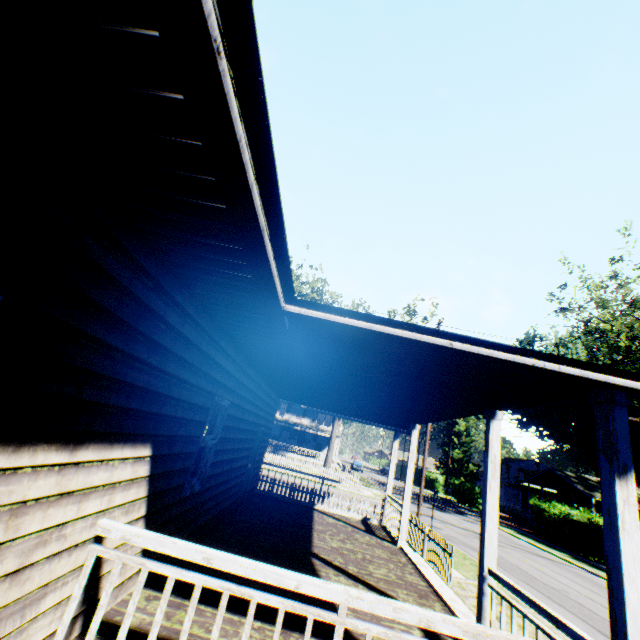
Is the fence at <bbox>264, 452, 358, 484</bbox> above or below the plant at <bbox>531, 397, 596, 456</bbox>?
below

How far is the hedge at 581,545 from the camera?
22.3m

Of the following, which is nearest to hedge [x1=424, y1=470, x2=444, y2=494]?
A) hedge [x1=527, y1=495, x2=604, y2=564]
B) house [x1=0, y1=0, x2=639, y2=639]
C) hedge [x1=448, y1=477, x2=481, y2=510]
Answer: hedge [x1=448, y1=477, x2=481, y2=510]

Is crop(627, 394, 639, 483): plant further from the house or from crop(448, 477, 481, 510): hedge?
the house

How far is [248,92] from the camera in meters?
1.3 m

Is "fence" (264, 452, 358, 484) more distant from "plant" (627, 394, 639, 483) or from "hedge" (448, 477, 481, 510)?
"plant" (627, 394, 639, 483)

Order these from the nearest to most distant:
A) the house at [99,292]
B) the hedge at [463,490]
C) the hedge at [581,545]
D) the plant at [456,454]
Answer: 1. the house at [99,292]
2. the hedge at [581,545]
3. the hedge at [463,490]
4. the plant at [456,454]

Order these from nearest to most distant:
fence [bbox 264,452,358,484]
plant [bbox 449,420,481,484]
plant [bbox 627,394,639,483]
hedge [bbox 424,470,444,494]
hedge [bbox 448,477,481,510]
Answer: fence [bbox 264,452,358,484] < hedge [bbox 448,477,481,510] < plant [bbox 627,394,639,483] < hedge [bbox 424,470,444,494] < plant [bbox 449,420,481,484]
